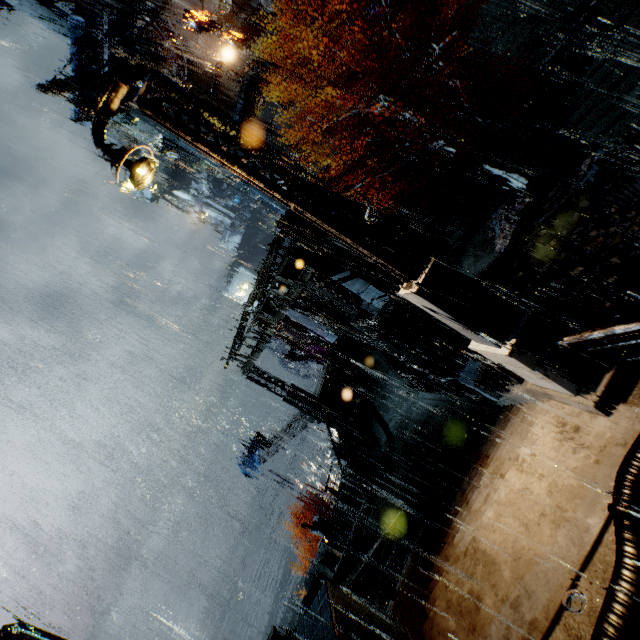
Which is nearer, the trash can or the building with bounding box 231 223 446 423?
the building with bounding box 231 223 446 423

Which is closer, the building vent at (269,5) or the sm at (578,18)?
the sm at (578,18)

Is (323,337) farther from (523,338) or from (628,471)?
(628,471)

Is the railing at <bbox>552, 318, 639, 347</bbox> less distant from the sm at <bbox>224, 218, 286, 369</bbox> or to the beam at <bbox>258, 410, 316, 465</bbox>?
the sm at <bbox>224, 218, 286, 369</bbox>

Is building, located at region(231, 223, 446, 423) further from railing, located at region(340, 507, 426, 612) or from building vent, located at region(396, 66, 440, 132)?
building vent, located at region(396, 66, 440, 132)

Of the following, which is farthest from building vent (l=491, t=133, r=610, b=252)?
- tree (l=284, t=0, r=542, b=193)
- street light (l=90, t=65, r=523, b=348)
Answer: street light (l=90, t=65, r=523, b=348)

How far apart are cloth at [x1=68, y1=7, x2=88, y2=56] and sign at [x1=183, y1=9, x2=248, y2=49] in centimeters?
983cm

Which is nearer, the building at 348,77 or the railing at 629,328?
the railing at 629,328
